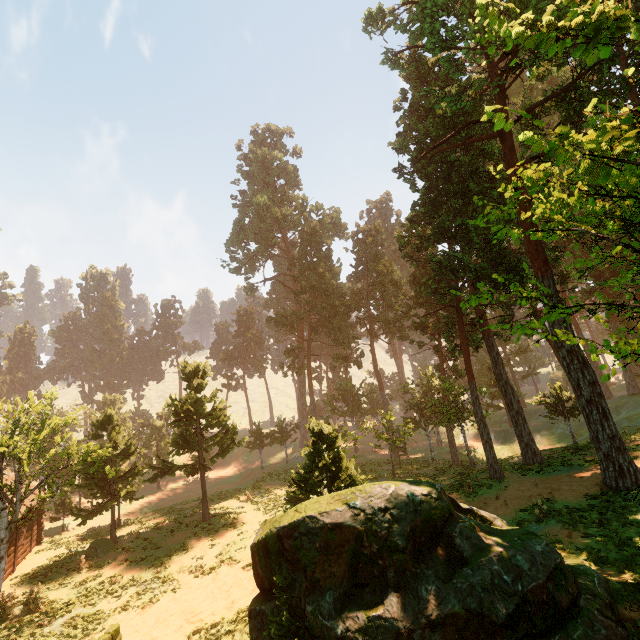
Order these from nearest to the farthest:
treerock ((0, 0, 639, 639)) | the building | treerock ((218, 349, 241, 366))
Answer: treerock ((0, 0, 639, 639)) < the building < treerock ((218, 349, 241, 366))

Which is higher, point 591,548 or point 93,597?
point 591,548

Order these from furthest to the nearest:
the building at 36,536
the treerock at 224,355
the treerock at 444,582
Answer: the treerock at 224,355 → the building at 36,536 → the treerock at 444,582

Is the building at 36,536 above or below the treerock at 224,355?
below

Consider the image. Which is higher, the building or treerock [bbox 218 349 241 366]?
treerock [bbox 218 349 241 366]

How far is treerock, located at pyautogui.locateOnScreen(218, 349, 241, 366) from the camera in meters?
57.2

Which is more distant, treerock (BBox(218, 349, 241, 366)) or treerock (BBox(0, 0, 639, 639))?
treerock (BBox(218, 349, 241, 366))
